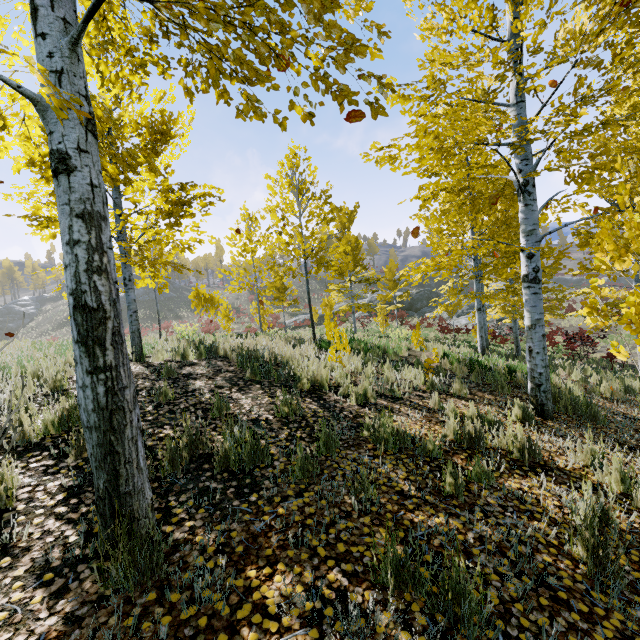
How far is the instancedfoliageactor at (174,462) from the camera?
3.0m

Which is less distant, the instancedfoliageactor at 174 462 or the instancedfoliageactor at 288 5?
the instancedfoliageactor at 288 5

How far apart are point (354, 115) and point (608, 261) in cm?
283

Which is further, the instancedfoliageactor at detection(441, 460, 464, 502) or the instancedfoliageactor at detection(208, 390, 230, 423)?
the instancedfoliageactor at detection(208, 390, 230, 423)

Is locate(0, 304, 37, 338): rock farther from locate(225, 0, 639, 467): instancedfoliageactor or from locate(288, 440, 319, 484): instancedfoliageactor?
locate(288, 440, 319, 484): instancedfoliageactor

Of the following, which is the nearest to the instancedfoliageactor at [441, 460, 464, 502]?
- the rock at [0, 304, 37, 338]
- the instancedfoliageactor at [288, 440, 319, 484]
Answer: the instancedfoliageactor at [288, 440, 319, 484]

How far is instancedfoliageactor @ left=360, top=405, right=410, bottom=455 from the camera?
3.7 meters
